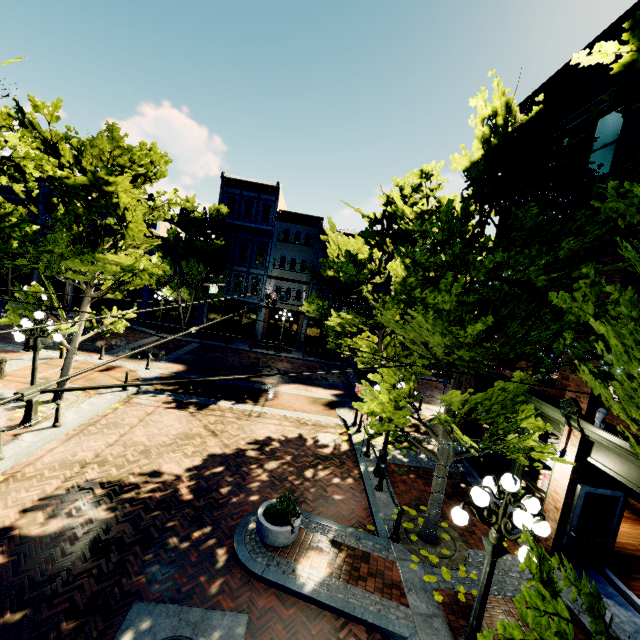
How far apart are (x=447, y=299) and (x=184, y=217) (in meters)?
26.10

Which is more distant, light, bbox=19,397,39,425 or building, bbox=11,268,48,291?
building, bbox=11,268,48,291

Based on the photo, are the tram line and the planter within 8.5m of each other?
yes

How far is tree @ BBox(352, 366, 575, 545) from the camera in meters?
6.4 m

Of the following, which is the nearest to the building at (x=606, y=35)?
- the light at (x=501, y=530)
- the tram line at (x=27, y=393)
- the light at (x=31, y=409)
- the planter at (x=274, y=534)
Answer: the light at (x=31, y=409)

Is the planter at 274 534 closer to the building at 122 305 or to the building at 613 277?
the building at 613 277

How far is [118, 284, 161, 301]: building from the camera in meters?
29.2 m

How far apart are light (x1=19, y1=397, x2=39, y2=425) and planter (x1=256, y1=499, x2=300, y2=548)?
8.2m
